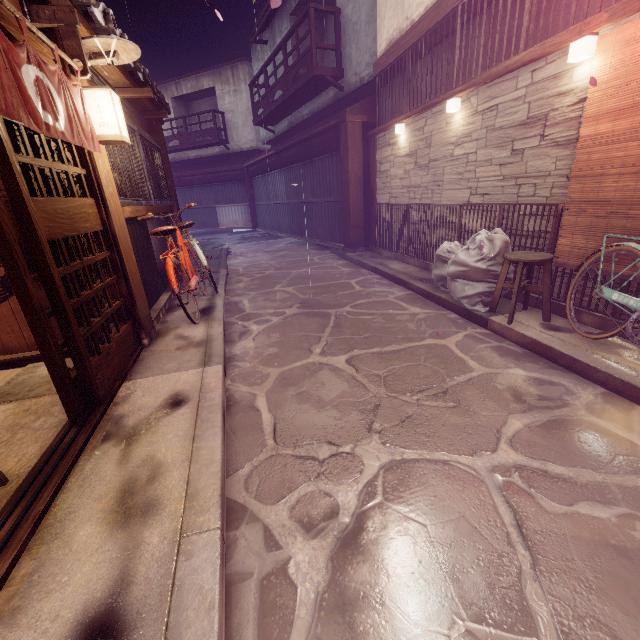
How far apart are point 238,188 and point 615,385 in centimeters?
3567cm

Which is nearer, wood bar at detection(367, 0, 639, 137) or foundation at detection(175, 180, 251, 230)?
wood bar at detection(367, 0, 639, 137)

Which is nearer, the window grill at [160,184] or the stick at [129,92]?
the window grill at [160,184]

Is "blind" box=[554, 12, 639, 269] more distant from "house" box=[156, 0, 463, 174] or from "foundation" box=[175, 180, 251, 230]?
"house" box=[156, 0, 463, 174]

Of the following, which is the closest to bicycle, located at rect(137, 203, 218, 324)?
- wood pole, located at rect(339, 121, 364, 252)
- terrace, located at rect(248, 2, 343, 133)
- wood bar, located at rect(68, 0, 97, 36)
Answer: wood bar, located at rect(68, 0, 97, 36)

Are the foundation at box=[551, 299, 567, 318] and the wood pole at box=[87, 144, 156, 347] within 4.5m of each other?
no

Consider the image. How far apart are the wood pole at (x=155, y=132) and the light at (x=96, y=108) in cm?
716

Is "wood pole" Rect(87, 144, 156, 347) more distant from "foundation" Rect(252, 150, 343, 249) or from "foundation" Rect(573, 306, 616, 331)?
"foundation" Rect(252, 150, 343, 249)
